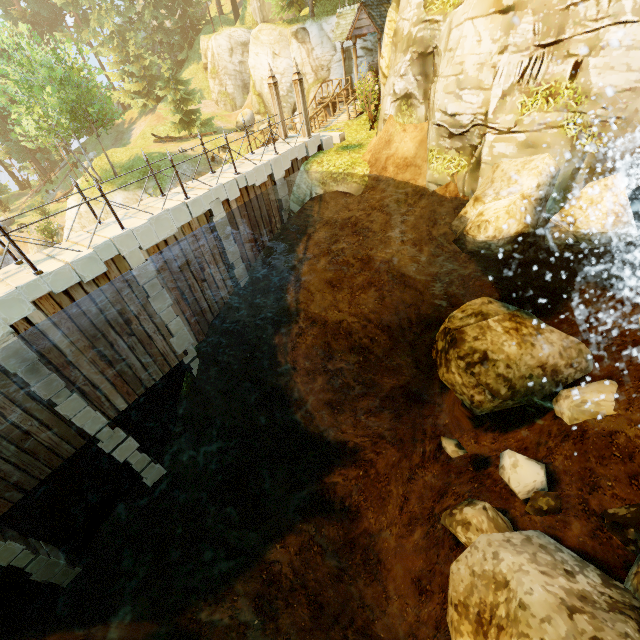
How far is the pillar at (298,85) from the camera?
12.53m

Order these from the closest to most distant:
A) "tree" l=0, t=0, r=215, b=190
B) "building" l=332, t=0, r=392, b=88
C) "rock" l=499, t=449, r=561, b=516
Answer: "rock" l=499, t=449, r=561, b=516, "building" l=332, t=0, r=392, b=88, "tree" l=0, t=0, r=215, b=190

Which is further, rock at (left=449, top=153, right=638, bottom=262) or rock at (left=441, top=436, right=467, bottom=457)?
rock at (left=441, top=436, right=467, bottom=457)

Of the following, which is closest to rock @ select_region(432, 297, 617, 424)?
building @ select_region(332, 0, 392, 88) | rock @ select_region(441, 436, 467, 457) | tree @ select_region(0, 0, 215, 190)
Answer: rock @ select_region(441, 436, 467, 457)

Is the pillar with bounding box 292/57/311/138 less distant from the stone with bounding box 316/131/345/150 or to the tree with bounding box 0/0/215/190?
the stone with bounding box 316/131/345/150

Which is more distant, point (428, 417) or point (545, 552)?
point (428, 417)

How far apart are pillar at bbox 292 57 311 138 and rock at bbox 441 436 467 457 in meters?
12.9 m

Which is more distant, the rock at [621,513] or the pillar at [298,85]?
the pillar at [298,85]
